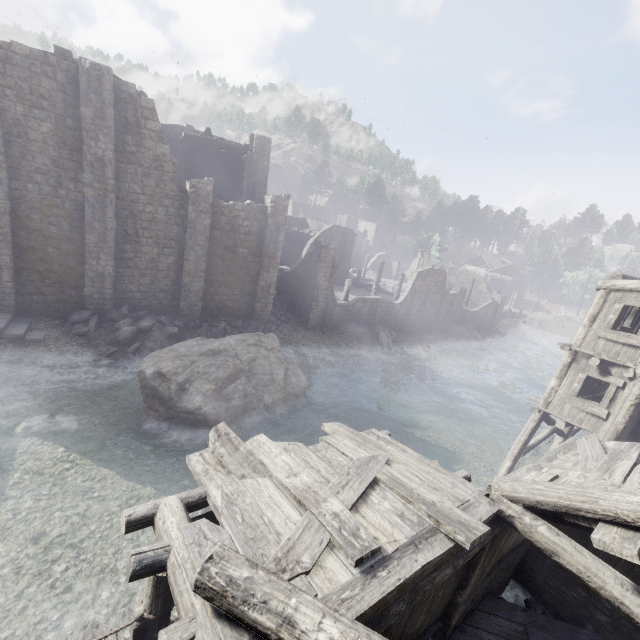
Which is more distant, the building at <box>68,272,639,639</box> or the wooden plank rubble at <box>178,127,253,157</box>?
the wooden plank rubble at <box>178,127,253,157</box>

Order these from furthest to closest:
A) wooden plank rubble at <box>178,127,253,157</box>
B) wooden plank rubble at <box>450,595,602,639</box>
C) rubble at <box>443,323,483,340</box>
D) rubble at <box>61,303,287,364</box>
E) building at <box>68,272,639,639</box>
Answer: rubble at <box>443,323,483,340</box> → wooden plank rubble at <box>178,127,253,157</box> → rubble at <box>61,303,287,364</box> → wooden plank rubble at <box>450,595,602,639</box> → building at <box>68,272,639,639</box>

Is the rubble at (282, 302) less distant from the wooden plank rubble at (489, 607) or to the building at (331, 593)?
the building at (331, 593)

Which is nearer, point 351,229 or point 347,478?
point 347,478

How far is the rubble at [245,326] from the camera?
17.39m

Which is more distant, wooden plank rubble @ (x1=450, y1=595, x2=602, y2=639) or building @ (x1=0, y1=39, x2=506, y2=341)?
building @ (x1=0, y1=39, x2=506, y2=341)

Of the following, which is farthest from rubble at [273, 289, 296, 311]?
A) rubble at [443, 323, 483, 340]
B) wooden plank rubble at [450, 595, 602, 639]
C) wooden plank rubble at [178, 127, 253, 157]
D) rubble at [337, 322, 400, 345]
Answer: wooden plank rubble at [450, 595, 602, 639]

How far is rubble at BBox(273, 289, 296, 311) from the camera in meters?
29.0
